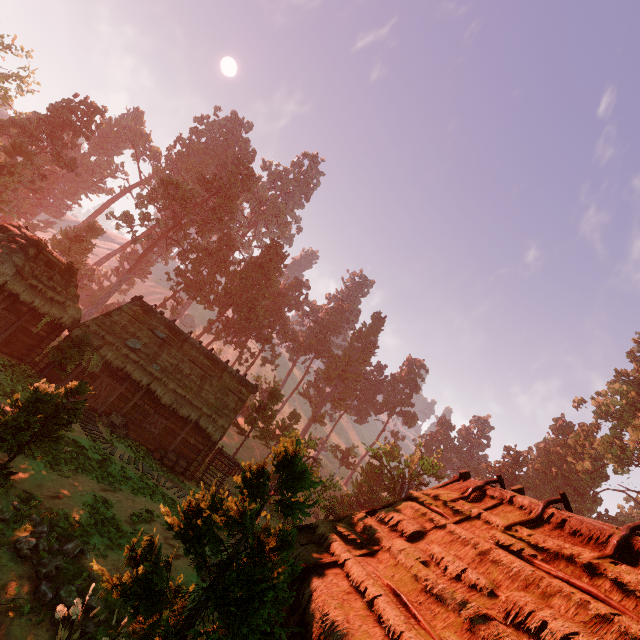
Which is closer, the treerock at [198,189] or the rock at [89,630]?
the rock at [89,630]

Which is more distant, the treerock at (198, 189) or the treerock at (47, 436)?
the treerock at (198, 189)

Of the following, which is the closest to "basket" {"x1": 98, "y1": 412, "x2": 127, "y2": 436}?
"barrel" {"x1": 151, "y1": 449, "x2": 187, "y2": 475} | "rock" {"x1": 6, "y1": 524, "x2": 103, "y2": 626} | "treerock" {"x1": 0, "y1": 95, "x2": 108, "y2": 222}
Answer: "barrel" {"x1": 151, "y1": 449, "x2": 187, "y2": 475}

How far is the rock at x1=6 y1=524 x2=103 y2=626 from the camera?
7.92m

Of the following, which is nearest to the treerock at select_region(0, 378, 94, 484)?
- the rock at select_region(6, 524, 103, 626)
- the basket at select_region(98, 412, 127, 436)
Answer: the rock at select_region(6, 524, 103, 626)

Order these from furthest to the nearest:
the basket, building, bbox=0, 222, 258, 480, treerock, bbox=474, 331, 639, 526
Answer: treerock, bbox=474, 331, 639, 526
the basket
building, bbox=0, 222, 258, 480

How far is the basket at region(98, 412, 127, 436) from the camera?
20.12m

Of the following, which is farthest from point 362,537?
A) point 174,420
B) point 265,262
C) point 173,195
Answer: point 173,195
